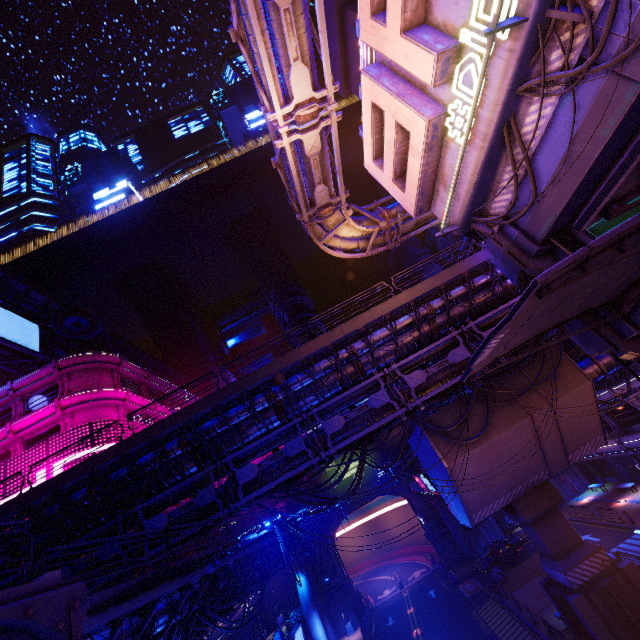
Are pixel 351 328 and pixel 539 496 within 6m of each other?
no

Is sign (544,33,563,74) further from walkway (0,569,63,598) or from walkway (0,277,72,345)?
walkway (0,569,63,598)

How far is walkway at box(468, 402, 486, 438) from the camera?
18.5m

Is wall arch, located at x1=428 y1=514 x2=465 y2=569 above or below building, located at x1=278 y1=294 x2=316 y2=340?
below

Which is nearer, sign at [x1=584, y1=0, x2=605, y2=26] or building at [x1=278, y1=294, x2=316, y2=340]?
sign at [x1=584, y1=0, x2=605, y2=26]

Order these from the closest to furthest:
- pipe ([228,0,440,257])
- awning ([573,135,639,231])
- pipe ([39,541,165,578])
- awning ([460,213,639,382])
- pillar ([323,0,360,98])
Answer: awning ([573,135,639,231]), awning ([460,213,639,382]), pipe ([228,0,440,257]), pillar ([323,0,360,98]), pipe ([39,541,165,578])

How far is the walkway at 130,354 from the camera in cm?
4959

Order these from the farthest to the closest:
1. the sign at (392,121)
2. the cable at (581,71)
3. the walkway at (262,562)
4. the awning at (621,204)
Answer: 1. the walkway at (262,562)
2. the sign at (392,121)
3. the cable at (581,71)
4. the awning at (621,204)
